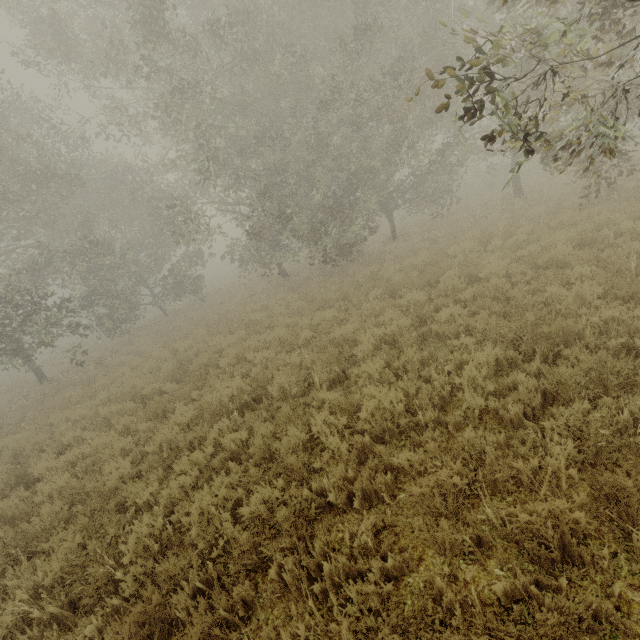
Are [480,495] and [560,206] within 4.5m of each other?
no
